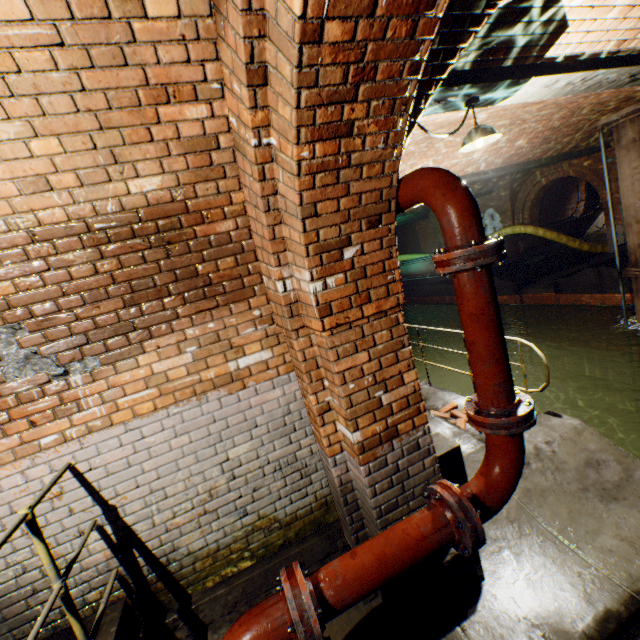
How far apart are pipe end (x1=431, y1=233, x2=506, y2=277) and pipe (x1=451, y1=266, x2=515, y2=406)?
0.01m

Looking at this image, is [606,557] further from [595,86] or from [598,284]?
[598,284]

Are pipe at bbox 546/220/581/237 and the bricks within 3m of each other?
no

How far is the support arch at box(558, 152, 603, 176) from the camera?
12.0m

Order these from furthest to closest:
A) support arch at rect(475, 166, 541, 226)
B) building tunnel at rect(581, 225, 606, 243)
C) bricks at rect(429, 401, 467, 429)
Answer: building tunnel at rect(581, 225, 606, 243) < support arch at rect(475, 166, 541, 226) < bricks at rect(429, 401, 467, 429)

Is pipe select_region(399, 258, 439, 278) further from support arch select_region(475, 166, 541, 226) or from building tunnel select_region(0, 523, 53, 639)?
building tunnel select_region(0, 523, 53, 639)

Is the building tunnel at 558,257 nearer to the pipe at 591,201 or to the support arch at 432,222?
the pipe at 591,201

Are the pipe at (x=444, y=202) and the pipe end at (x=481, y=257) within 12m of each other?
yes
